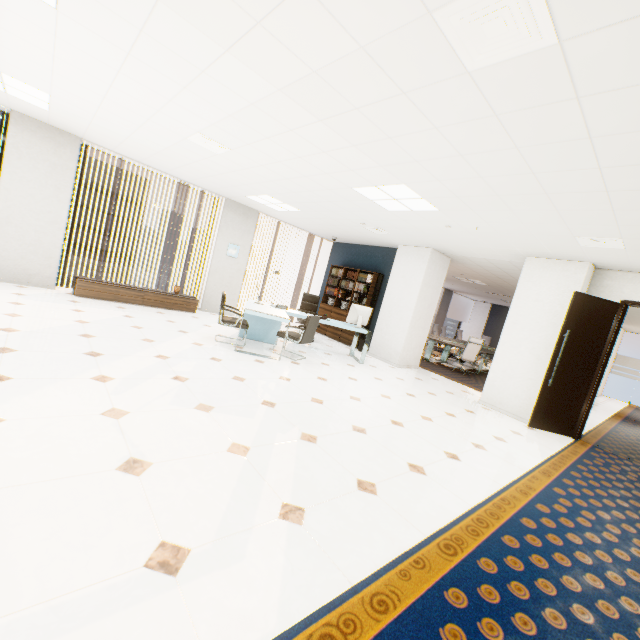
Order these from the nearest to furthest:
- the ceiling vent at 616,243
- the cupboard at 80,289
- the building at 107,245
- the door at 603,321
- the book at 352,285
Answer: the ceiling vent at 616,243, the door at 603,321, the cupboard at 80,289, the book at 352,285, the building at 107,245

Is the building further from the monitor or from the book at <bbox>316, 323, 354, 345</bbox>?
the monitor

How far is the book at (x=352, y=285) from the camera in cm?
899

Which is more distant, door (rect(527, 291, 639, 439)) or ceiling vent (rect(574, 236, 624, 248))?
door (rect(527, 291, 639, 439))

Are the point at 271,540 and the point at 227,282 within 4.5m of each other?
no

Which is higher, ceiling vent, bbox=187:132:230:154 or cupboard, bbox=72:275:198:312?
ceiling vent, bbox=187:132:230:154

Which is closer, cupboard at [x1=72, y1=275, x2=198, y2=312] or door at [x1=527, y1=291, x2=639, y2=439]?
door at [x1=527, y1=291, x2=639, y2=439]

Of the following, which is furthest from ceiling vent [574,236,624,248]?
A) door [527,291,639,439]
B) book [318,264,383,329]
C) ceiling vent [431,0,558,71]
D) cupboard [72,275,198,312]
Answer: cupboard [72,275,198,312]
